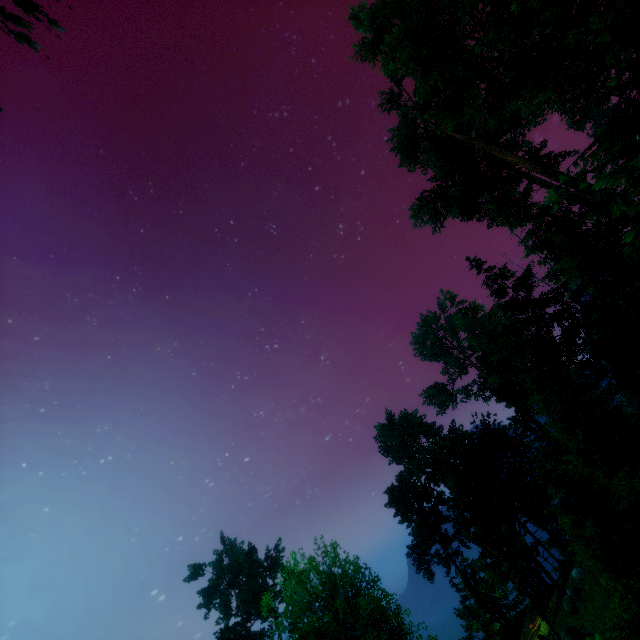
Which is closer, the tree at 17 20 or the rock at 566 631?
the tree at 17 20

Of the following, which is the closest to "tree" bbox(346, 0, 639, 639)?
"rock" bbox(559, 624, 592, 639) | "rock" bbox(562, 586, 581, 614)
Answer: "rock" bbox(562, 586, 581, 614)

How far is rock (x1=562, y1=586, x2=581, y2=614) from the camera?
21.9m

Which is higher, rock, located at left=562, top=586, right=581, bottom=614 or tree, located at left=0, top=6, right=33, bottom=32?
tree, located at left=0, top=6, right=33, bottom=32

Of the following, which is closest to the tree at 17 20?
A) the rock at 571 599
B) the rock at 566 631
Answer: the rock at 571 599

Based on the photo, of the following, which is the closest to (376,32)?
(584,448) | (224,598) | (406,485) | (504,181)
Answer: (504,181)

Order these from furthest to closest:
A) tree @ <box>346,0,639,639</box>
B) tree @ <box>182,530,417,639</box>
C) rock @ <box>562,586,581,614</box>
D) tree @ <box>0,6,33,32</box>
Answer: rock @ <box>562,586,581,614</box>, tree @ <box>182,530,417,639</box>, tree @ <box>346,0,639,639</box>, tree @ <box>0,6,33,32</box>

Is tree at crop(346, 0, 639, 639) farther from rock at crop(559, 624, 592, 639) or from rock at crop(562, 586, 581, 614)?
rock at crop(559, 624, 592, 639)
